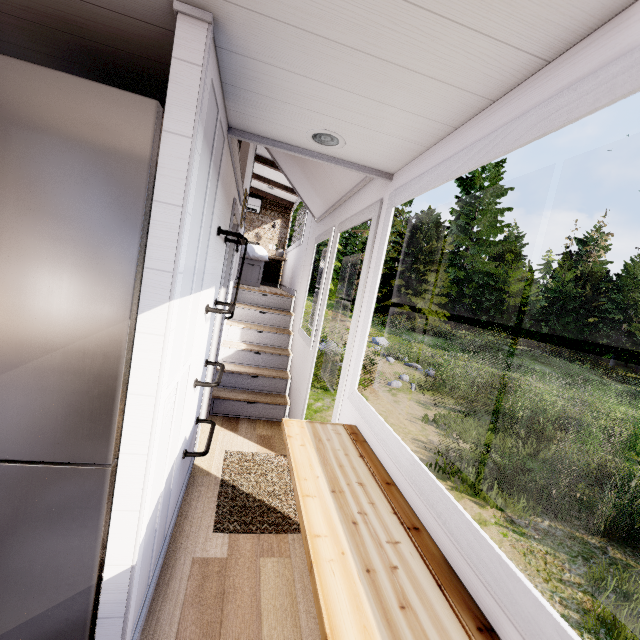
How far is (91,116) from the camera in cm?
98

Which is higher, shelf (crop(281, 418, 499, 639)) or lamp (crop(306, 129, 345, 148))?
lamp (crop(306, 129, 345, 148))

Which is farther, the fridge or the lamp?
the lamp

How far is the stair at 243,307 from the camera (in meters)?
4.09

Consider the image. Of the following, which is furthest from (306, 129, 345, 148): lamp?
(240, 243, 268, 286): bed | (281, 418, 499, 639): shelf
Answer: (240, 243, 268, 286): bed

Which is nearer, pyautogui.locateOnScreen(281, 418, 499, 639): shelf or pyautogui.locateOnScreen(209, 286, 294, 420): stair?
pyautogui.locateOnScreen(281, 418, 499, 639): shelf

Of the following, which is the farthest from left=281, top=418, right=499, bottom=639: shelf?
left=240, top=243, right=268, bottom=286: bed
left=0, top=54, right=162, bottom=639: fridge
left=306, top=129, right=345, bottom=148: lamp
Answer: left=240, top=243, right=268, bottom=286: bed

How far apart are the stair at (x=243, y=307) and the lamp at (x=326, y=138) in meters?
3.2 m
